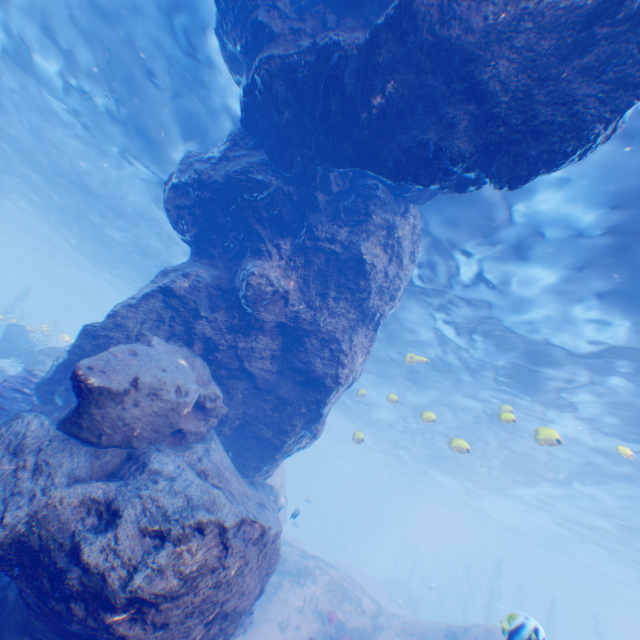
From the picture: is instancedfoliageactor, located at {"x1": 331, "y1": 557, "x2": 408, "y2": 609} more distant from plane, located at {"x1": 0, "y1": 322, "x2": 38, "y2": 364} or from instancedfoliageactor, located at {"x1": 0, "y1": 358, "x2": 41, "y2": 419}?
instancedfoliageactor, located at {"x1": 0, "y1": 358, "x2": 41, "y2": 419}

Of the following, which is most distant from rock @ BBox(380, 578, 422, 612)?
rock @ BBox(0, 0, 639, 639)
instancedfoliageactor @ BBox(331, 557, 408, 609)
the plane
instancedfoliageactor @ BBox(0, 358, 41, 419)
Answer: instancedfoliageactor @ BBox(0, 358, 41, 419)

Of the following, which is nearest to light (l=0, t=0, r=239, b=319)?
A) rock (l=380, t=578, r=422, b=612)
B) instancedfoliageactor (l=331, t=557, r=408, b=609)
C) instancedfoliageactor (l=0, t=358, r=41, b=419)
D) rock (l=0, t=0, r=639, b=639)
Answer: rock (l=0, t=0, r=639, b=639)

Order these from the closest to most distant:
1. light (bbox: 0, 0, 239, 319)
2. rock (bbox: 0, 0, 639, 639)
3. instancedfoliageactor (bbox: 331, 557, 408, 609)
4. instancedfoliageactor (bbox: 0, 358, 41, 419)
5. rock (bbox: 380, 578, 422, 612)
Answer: rock (bbox: 0, 0, 639, 639)
instancedfoliageactor (bbox: 0, 358, 41, 419)
light (bbox: 0, 0, 239, 319)
instancedfoliageactor (bbox: 331, 557, 408, 609)
rock (bbox: 380, 578, 422, 612)

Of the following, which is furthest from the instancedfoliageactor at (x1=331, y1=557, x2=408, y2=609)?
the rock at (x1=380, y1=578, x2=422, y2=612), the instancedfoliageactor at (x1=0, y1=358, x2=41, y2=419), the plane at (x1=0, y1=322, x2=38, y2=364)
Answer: the instancedfoliageactor at (x1=0, y1=358, x2=41, y2=419)

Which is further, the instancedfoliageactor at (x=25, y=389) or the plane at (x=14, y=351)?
the plane at (x=14, y=351)

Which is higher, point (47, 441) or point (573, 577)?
point (573, 577)

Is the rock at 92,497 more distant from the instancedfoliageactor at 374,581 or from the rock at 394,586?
the rock at 394,586
